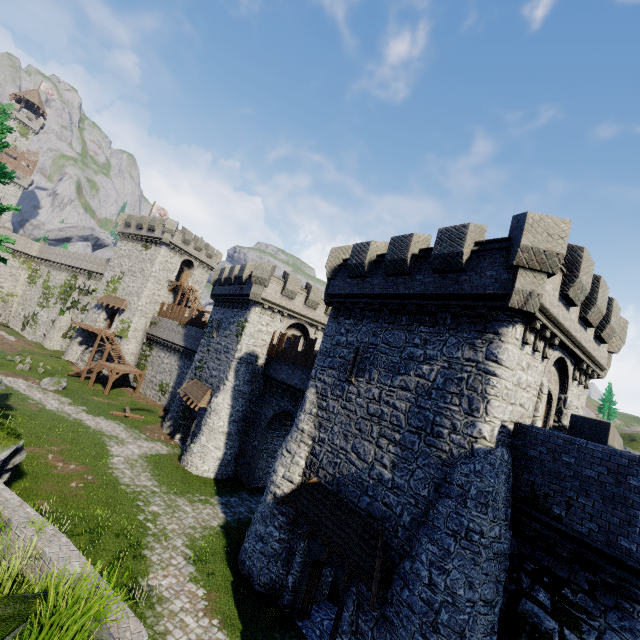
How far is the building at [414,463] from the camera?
10.8m

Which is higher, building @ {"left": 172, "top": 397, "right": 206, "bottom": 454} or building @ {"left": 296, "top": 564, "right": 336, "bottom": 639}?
building @ {"left": 172, "top": 397, "right": 206, "bottom": 454}

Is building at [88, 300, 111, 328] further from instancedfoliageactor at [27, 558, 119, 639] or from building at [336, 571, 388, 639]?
instancedfoliageactor at [27, 558, 119, 639]

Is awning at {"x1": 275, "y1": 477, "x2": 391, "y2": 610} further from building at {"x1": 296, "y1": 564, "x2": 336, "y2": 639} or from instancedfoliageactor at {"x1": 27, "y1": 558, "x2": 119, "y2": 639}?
instancedfoliageactor at {"x1": 27, "y1": 558, "x2": 119, "y2": 639}

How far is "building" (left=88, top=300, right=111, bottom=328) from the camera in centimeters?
4512cm

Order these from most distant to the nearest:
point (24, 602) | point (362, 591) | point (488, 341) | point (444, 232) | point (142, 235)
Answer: point (142, 235), point (444, 232), point (362, 591), point (488, 341), point (24, 602)

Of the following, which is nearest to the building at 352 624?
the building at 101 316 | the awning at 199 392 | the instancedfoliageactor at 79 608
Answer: the awning at 199 392

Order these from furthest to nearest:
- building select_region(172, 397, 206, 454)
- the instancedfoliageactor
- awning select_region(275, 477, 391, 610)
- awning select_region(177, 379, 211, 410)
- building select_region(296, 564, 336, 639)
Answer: building select_region(172, 397, 206, 454), awning select_region(177, 379, 211, 410), building select_region(296, 564, 336, 639), awning select_region(275, 477, 391, 610), the instancedfoliageactor
